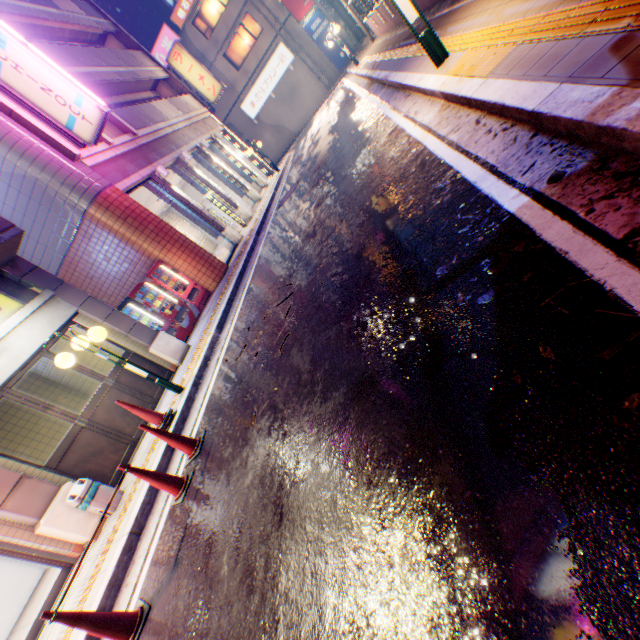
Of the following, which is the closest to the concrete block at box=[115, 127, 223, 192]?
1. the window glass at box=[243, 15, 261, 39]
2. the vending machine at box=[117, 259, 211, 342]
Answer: the vending machine at box=[117, 259, 211, 342]

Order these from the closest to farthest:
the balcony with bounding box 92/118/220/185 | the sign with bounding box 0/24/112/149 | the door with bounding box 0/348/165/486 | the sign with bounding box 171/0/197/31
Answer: the door with bounding box 0/348/165/486 < the sign with bounding box 0/24/112/149 < the balcony with bounding box 92/118/220/185 < the sign with bounding box 171/0/197/31

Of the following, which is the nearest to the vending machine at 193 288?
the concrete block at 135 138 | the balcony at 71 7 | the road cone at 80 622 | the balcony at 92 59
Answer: the concrete block at 135 138

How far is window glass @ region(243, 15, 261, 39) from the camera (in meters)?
26.31

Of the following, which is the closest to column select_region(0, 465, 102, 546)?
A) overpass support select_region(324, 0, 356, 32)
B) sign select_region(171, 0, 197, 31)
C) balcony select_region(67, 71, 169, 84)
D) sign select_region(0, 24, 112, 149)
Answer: sign select_region(0, 24, 112, 149)

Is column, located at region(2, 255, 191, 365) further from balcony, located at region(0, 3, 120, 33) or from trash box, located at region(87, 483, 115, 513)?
balcony, located at region(0, 3, 120, 33)

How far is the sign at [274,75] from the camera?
27.0 meters

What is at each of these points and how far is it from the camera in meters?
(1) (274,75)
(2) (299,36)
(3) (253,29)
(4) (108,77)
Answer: (1) sign, 27.9 m
(2) building, 26.5 m
(3) window glass, 26.7 m
(4) balcony, 14.5 m
